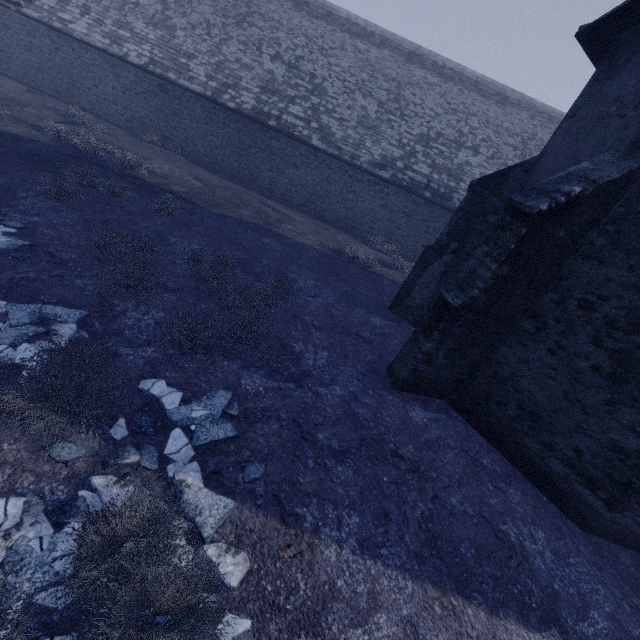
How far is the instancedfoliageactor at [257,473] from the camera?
4.05m

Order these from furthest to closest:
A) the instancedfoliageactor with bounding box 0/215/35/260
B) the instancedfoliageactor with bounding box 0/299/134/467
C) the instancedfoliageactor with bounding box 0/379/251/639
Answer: the instancedfoliageactor with bounding box 0/215/35/260, the instancedfoliageactor with bounding box 0/299/134/467, the instancedfoliageactor with bounding box 0/379/251/639

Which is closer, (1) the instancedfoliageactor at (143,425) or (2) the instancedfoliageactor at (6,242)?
(1) the instancedfoliageactor at (143,425)

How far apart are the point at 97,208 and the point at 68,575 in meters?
8.5 m

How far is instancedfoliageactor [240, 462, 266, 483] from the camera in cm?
405
